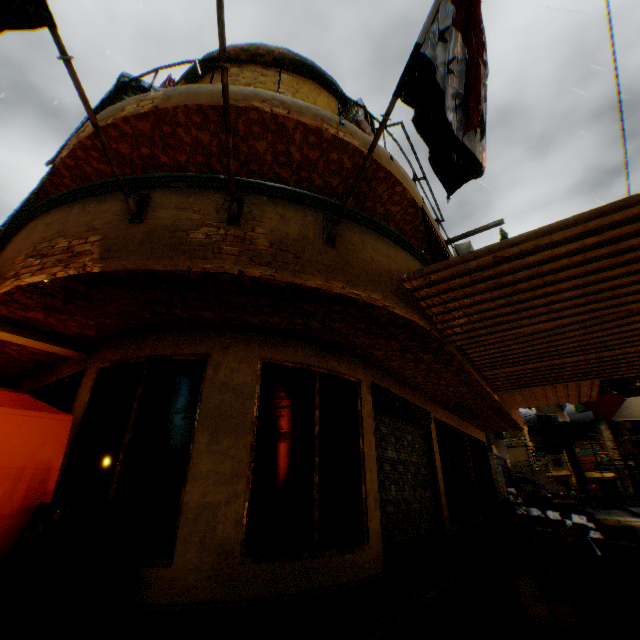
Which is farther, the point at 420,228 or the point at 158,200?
the point at 420,228

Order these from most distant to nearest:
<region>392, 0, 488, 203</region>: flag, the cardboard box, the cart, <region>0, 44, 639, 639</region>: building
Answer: the cart → the cardboard box → <region>0, 44, 639, 639</region>: building → <region>392, 0, 488, 203</region>: flag

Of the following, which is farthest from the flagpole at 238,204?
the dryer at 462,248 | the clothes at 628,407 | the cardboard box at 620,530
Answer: the clothes at 628,407

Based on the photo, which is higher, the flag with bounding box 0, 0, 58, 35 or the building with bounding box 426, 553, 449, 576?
the flag with bounding box 0, 0, 58, 35

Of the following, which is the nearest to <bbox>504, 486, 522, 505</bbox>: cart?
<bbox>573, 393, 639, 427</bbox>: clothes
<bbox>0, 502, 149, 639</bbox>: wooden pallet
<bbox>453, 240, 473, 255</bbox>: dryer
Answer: <bbox>573, 393, 639, 427</bbox>: clothes

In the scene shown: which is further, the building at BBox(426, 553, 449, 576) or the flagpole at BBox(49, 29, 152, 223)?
the building at BBox(426, 553, 449, 576)

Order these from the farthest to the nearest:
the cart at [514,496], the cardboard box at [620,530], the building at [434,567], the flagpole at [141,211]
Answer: the cart at [514,496] < the cardboard box at [620,530] < the building at [434,567] < the flagpole at [141,211]

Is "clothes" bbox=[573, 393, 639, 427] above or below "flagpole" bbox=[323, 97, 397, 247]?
below
